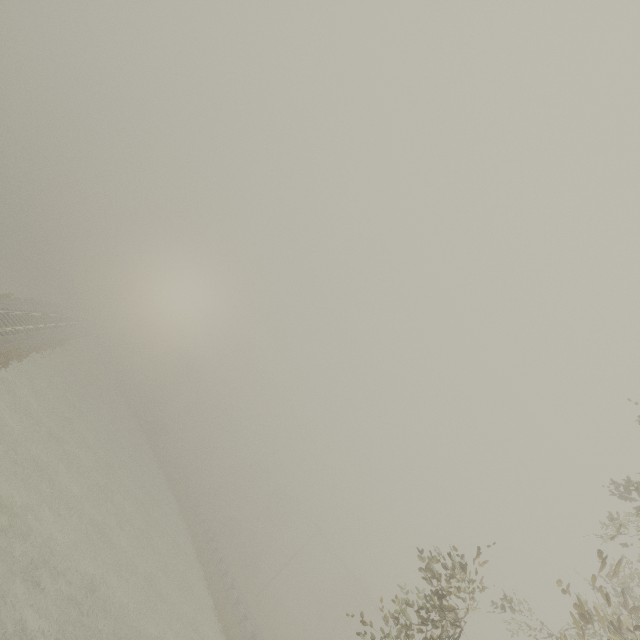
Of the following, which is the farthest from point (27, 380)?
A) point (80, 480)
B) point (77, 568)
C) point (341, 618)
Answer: point (341, 618)
